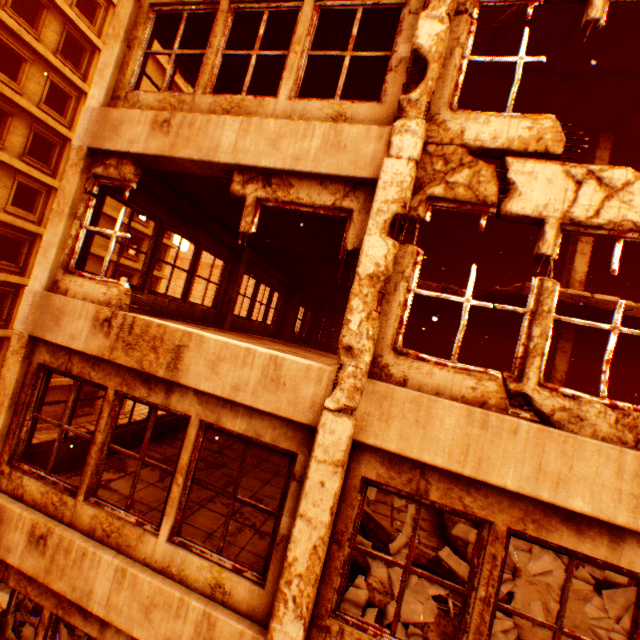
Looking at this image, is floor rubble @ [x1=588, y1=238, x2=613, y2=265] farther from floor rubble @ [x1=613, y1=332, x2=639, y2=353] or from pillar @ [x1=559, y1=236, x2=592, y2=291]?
floor rubble @ [x1=613, y1=332, x2=639, y2=353]

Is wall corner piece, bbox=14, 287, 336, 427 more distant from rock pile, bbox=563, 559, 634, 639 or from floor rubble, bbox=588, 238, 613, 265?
floor rubble, bbox=588, 238, 613, 265

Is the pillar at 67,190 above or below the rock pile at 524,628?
above

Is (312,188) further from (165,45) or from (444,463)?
(165,45)

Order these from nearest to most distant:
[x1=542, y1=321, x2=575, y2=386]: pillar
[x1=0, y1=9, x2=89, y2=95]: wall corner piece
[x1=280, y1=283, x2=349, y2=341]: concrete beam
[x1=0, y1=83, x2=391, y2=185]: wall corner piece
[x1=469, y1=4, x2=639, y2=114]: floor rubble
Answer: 1. [x1=0, y1=83, x2=391, y2=185]: wall corner piece
2. [x1=469, y1=4, x2=639, y2=114]: floor rubble
3. [x1=542, y1=321, x2=575, y2=386]: pillar
4. [x1=280, y1=283, x2=349, y2=341]: concrete beam
5. [x1=0, y1=9, x2=89, y2=95]: wall corner piece

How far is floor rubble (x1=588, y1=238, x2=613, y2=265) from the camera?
10.3 meters

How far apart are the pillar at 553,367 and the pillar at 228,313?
9.6m

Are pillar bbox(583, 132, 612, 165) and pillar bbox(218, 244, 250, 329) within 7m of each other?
no
